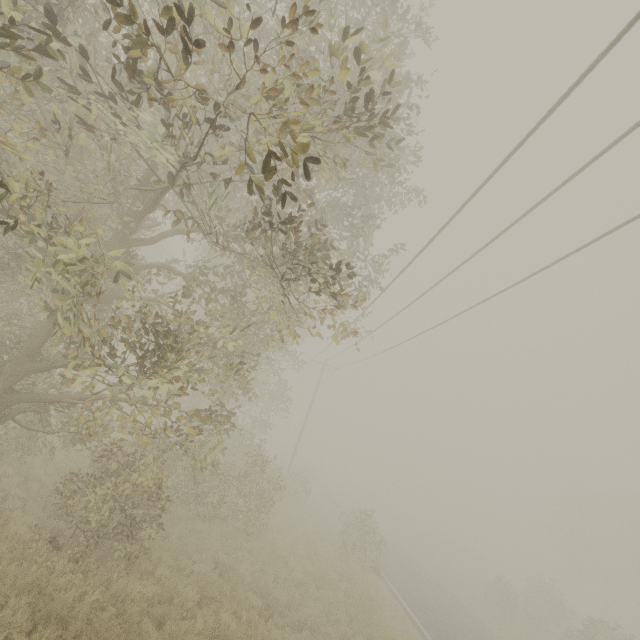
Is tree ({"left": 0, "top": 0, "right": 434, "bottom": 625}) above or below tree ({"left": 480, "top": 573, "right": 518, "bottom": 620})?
above

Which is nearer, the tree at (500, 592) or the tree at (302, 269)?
the tree at (302, 269)

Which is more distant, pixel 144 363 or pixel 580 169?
pixel 144 363

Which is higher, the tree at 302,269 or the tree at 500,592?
the tree at 302,269

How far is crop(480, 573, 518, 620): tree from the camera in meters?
23.3 m

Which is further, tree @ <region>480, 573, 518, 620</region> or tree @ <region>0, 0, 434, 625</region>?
tree @ <region>480, 573, 518, 620</region>
